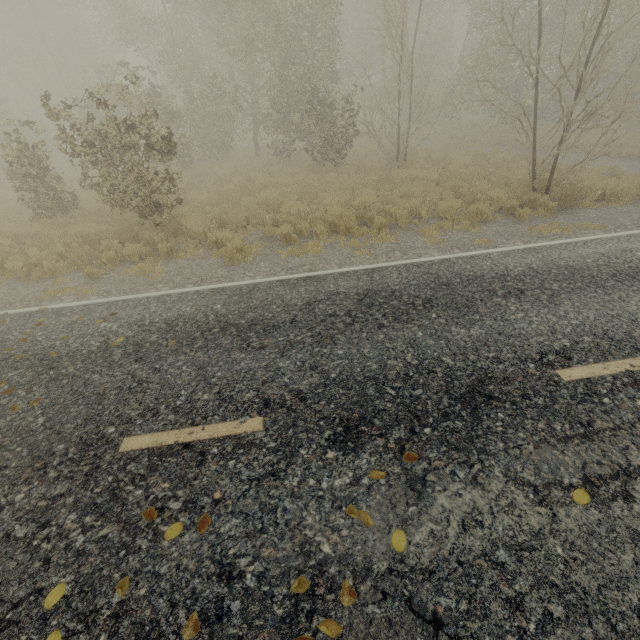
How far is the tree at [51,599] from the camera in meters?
2.3

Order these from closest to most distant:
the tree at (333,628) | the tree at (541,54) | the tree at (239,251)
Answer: the tree at (333,628)
the tree at (239,251)
the tree at (541,54)

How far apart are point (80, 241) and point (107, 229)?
1.7m

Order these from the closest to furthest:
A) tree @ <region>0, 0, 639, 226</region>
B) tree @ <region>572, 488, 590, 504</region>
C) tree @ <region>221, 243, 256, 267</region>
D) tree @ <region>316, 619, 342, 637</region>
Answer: tree @ <region>316, 619, 342, 637</region>, tree @ <region>572, 488, 590, 504</region>, tree @ <region>221, 243, 256, 267</region>, tree @ <region>0, 0, 639, 226</region>

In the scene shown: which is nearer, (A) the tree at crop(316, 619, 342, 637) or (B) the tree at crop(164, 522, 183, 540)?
(A) the tree at crop(316, 619, 342, 637)

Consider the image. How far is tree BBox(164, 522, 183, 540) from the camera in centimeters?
265cm
